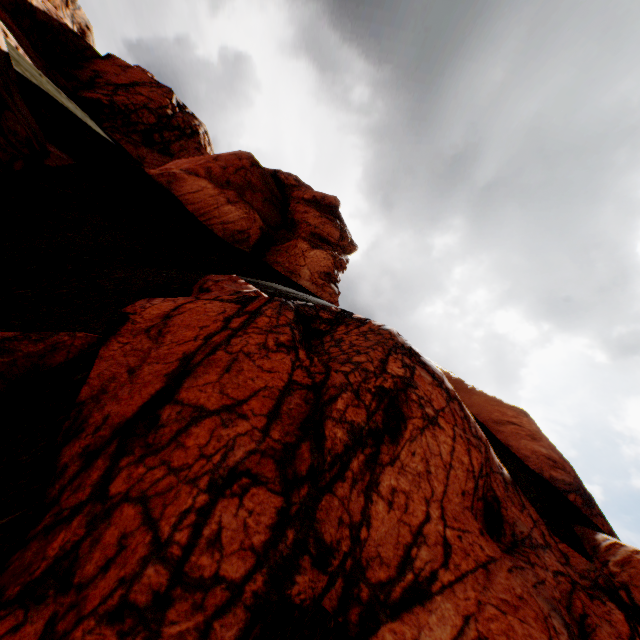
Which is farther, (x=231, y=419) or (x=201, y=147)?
(x=201, y=147)
